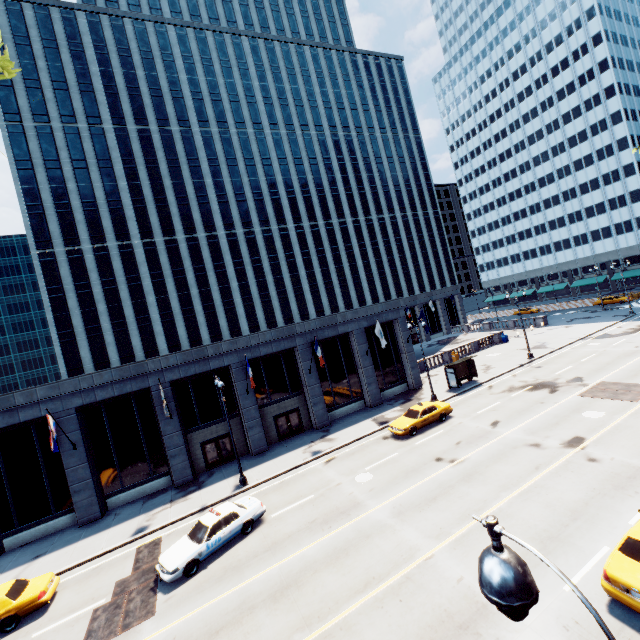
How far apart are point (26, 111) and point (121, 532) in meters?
53.6

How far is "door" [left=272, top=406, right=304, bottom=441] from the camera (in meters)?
28.28

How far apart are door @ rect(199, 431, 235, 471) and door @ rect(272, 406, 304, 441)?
3.5m

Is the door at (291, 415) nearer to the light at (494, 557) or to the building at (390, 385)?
the building at (390, 385)

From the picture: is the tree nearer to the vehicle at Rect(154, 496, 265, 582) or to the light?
the light

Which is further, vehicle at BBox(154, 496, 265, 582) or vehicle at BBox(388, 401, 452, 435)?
vehicle at BBox(388, 401, 452, 435)

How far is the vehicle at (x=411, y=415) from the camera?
23.09m

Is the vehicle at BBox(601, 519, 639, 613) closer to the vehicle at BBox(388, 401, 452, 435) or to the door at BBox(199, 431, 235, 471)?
the vehicle at BBox(388, 401, 452, 435)
